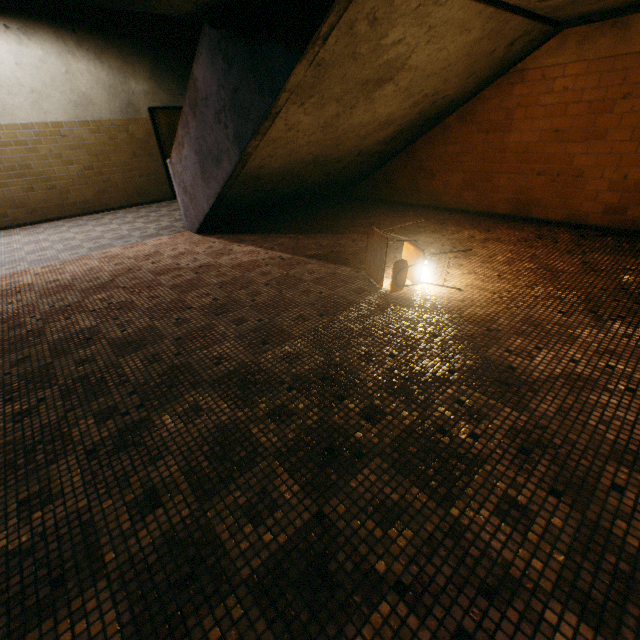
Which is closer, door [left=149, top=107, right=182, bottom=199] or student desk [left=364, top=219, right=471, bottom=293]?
student desk [left=364, top=219, right=471, bottom=293]

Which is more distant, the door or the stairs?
the door

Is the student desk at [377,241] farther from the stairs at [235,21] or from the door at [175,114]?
the door at [175,114]

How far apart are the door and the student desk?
7.78m

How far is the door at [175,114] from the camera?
8.3m

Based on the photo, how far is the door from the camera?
8.3 meters

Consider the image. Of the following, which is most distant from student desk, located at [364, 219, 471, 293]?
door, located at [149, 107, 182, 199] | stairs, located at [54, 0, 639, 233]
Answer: door, located at [149, 107, 182, 199]

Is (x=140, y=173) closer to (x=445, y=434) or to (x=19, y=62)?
(x=19, y=62)
